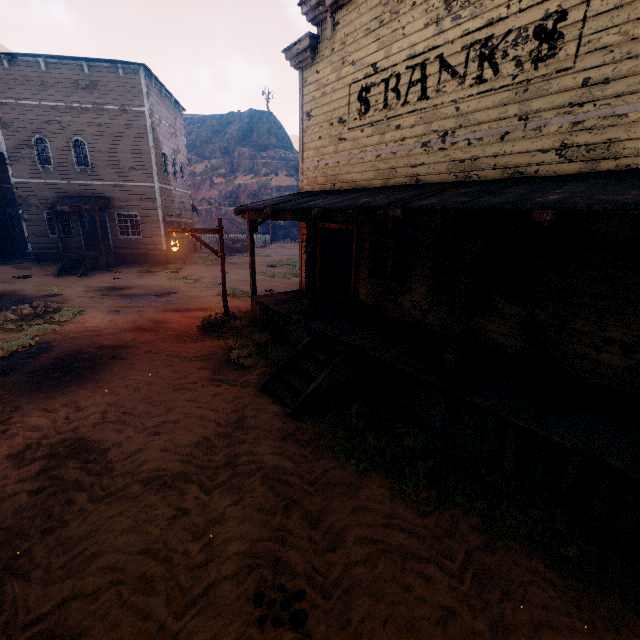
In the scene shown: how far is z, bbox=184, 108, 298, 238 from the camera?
41.50m

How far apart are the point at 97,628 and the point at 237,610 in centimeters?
123cm

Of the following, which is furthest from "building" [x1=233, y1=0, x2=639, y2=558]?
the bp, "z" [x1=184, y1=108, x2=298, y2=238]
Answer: "z" [x1=184, y1=108, x2=298, y2=238]

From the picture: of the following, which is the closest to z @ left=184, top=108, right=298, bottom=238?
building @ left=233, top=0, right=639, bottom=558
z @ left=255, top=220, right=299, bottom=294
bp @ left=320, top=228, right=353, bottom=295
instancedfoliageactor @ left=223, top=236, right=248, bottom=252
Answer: z @ left=255, top=220, right=299, bottom=294

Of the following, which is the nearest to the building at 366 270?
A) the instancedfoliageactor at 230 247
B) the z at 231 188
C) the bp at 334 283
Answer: the bp at 334 283

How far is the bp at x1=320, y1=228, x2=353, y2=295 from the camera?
10.2m

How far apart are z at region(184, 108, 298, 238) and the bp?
43.1m

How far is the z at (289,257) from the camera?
16.5 meters
